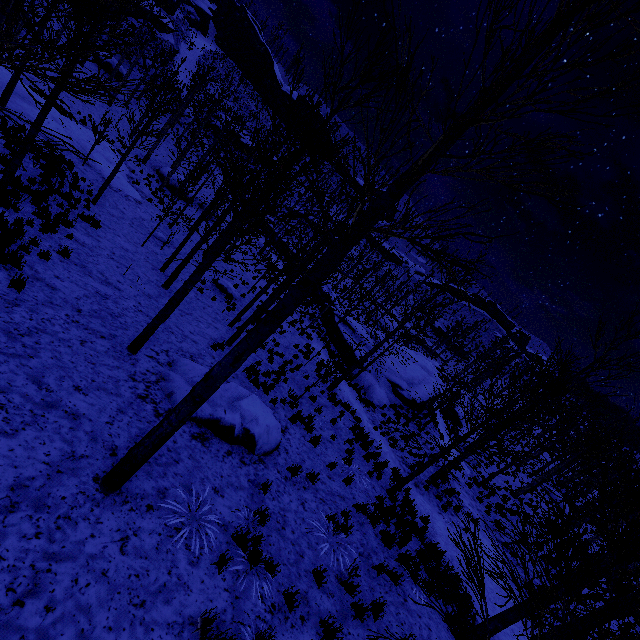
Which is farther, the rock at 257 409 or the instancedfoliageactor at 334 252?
the rock at 257 409

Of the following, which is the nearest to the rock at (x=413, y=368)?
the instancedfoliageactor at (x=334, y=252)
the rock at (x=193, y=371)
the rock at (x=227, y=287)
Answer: the rock at (x=227, y=287)

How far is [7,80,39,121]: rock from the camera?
17.4m

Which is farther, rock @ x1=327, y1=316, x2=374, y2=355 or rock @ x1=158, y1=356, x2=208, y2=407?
rock @ x1=327, y1=316, x2=374, y2=355

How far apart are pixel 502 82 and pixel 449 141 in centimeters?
90cm

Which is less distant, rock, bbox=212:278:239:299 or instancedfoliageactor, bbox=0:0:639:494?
instancedfoliageactor, bbox=0:0:639:494

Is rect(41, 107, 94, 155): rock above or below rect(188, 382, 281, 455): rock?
below

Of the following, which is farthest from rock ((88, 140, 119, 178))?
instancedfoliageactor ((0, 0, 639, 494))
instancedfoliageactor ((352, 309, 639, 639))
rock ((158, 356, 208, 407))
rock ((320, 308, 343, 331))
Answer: instancedfoliageactor ((352, 309, 639, 639))
